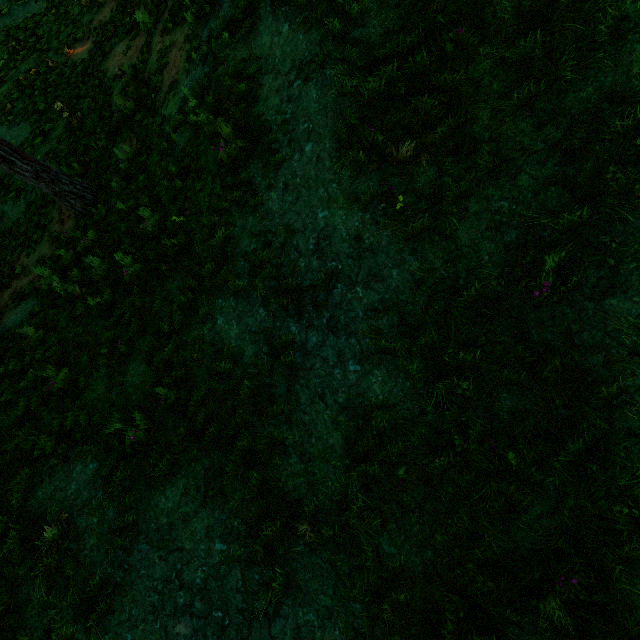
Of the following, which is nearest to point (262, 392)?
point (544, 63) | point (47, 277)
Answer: point (544, 63)
